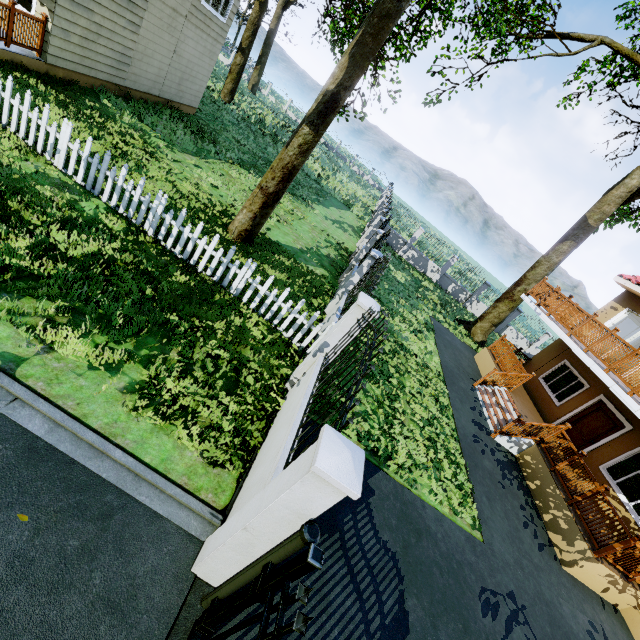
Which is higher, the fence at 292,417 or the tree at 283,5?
the tree at 283,5

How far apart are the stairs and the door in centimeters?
204cm

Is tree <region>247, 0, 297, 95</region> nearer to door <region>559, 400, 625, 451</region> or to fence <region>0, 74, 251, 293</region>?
fence <region>0, 74, 251, 293</region>

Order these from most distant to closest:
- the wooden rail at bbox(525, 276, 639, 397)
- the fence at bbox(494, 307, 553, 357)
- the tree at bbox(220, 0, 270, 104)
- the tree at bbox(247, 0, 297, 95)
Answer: the tree at bbox(247, 0, 297, 95), the fence at bbox(494, 307, 553, 357), the tree at bbox(220, 0, 270, 104), the wooden rail at bbox(525, 276, 639, 397)

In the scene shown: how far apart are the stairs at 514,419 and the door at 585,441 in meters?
2.0 m

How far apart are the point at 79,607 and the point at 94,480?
1.13m

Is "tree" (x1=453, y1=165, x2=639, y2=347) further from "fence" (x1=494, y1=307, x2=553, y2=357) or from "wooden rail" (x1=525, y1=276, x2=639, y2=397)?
"wooden rail" (x1=525, y1=276, x2=639, y2=397)

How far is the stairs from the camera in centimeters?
1042cm
